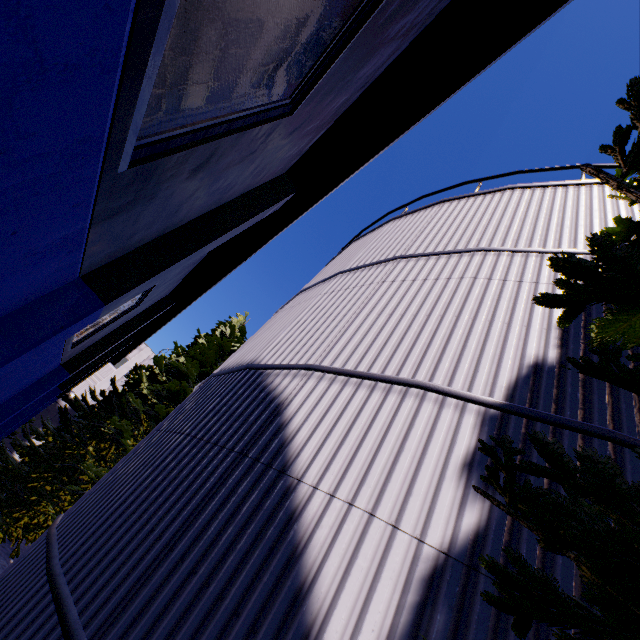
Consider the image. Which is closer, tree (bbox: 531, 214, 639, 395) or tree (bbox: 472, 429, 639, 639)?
tree (bbox: 472, 429, 639, 639)

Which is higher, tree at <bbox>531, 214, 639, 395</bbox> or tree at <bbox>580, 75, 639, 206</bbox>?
tree at <bbox>531, 214, 639, 395</bbox>

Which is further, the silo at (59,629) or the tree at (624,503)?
the silo at (59,629)

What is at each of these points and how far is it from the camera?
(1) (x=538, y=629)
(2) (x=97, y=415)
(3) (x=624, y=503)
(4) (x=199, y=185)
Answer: (1) silo, 1.8m
(2) tree, 15.1m
(3) tree, 1.0m
(4) building, 4.4m

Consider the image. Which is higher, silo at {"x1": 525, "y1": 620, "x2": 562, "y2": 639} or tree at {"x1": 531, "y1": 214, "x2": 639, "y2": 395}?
tree at {"x1": 531, "y1": 214, "x2": 639, "y2": 395}

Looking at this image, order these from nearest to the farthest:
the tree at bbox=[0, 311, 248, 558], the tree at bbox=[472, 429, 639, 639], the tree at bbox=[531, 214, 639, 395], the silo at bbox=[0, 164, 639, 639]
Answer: the tree at bbox=[472, 429, 639, 639] → the tree at bbox=[531, 214, 639, 395] → the silo at bbox=[0, 164, 639, 639] → the tree at bbox=[0, 311, 248, 558]

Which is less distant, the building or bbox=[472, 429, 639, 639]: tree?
bbox=[472, 429, 639, 639]: tree

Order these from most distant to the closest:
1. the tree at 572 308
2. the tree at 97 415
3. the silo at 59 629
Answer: the tree at 97 415 → the silo at 59 629 → the tree at 572 308
